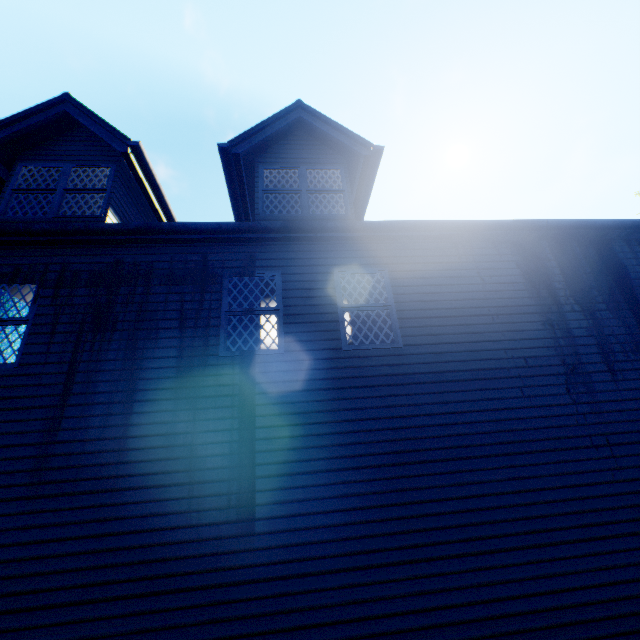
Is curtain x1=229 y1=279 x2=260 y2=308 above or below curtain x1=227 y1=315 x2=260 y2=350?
above

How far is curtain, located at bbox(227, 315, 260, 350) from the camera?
5.64m

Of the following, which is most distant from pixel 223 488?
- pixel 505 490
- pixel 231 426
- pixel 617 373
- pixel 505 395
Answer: pixel 617 373

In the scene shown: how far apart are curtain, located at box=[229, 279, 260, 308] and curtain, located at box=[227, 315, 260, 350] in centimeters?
14cm

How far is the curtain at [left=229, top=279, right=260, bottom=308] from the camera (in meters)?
5.98

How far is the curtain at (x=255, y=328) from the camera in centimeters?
564cm

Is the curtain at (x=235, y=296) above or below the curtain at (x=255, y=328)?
above
